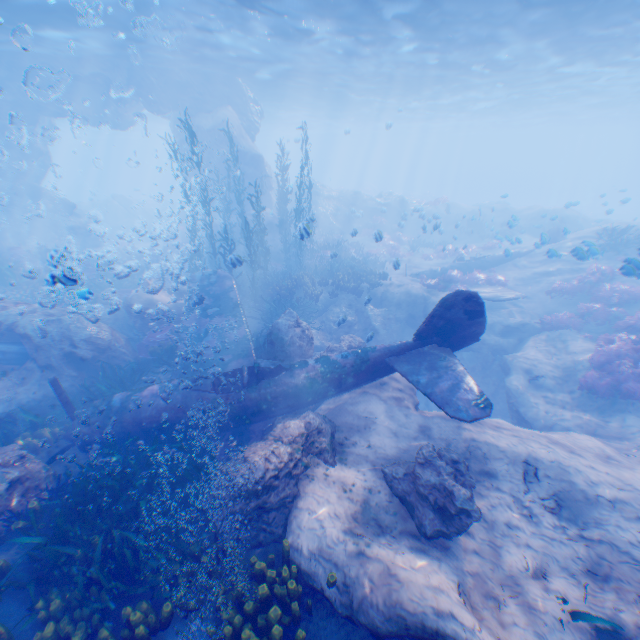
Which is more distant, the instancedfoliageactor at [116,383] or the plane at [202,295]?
the instancedfoliageactor at [116,383]

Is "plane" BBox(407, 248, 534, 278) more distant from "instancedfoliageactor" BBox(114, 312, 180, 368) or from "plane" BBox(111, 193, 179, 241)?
"plane" BBox(111, 193, 179, 241)

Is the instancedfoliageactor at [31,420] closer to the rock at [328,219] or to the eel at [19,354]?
the rock at [328,219]

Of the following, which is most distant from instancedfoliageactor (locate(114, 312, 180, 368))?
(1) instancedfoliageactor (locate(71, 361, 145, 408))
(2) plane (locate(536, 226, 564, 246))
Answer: (1) instancedfoliageactor (locate(71, 361, 145, 408))

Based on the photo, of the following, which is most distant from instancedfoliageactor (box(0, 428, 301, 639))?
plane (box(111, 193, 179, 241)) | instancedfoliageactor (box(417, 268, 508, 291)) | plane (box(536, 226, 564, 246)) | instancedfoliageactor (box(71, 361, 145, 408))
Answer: plane (box(111, 193, 179, 241))

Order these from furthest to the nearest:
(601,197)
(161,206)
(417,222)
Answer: (161,206)
(417,222)
(601,197)

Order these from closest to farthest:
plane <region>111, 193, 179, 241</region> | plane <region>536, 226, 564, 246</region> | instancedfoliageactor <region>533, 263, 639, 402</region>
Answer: instancedfoliageactor <region>533, 263, 639, 402</region>, plane <region>536, 226, 564, 246</region>, plane <region>111, 193, 179, 241</region>

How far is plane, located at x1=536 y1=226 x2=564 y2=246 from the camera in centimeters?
1404cm
